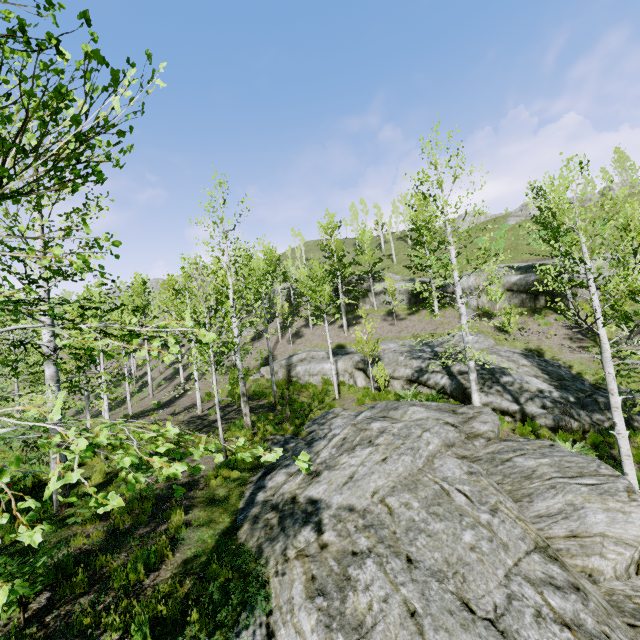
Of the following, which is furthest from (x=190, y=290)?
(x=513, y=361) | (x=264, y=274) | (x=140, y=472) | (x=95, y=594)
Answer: (x=513, y=361)

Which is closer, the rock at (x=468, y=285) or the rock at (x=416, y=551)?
the rock at (x=416, y=551)

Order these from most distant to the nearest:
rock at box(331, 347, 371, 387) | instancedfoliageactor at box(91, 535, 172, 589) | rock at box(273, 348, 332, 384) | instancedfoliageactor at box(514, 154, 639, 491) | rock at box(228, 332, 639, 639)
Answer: rock at box(273, 348, 332, 384)
rock at box(331, 347, 371, 387)
instancedfoliageactor at box(514, 154, 639, 491)
instancedfoliageactor at box(91, 535, 172, 589)
rock at box(228, 332, 639, 639)

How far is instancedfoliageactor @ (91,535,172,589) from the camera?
5.7 meters

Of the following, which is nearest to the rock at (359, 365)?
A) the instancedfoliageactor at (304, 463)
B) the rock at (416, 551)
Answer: the rock at (416, 551)

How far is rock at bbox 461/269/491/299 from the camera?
25.59m

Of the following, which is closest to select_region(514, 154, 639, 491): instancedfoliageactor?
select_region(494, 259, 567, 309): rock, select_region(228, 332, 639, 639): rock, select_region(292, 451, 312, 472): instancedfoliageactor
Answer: select_region(228, 332, 639, 639): rock

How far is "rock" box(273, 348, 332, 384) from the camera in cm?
2231
